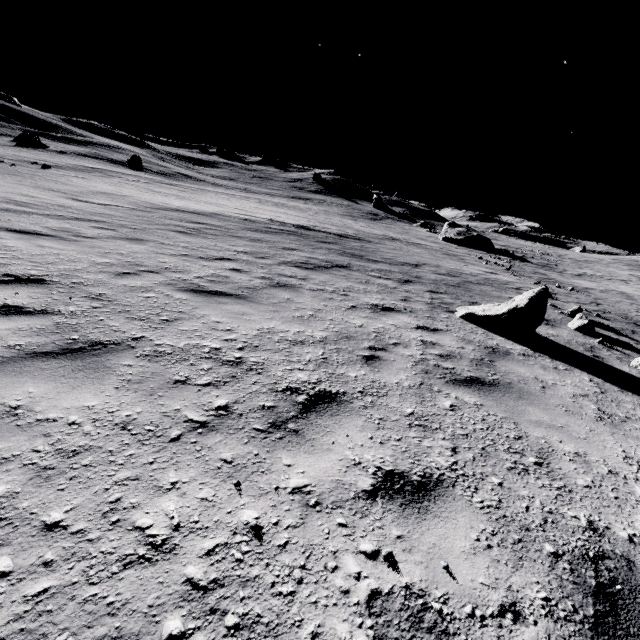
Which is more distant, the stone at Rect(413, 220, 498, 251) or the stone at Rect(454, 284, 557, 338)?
the stone at Rect(413, 220, 498, 251)

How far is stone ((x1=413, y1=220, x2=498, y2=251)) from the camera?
37.50m

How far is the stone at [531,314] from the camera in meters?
6.5 m

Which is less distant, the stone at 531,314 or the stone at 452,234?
the stone at 531,314

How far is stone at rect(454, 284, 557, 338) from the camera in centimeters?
654cm

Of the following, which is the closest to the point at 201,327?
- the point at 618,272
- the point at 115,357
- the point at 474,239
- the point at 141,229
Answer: the point at 115,357
